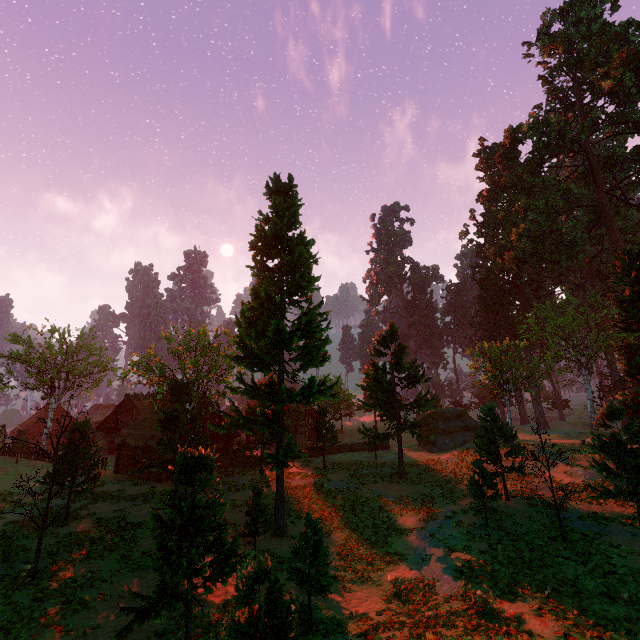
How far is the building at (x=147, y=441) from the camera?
29.9m

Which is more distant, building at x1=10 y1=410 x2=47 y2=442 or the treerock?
building at x1=10 y1=410 x2=47 y2=442

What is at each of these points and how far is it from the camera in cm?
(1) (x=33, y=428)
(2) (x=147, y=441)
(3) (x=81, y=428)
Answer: (1) building, 5259
(2) building, 3023
(3) treerock, 2147

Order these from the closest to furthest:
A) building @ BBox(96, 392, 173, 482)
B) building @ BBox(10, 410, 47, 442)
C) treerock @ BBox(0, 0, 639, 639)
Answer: treerock @ BBox(0, 0, 639, 639) < building @ BBox(96, 392, 173, 482) < building @ BBox(10, 410, 47, 442)

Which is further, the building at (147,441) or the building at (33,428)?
the building at (33,428)

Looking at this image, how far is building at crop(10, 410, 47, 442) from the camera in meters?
51.9 m
